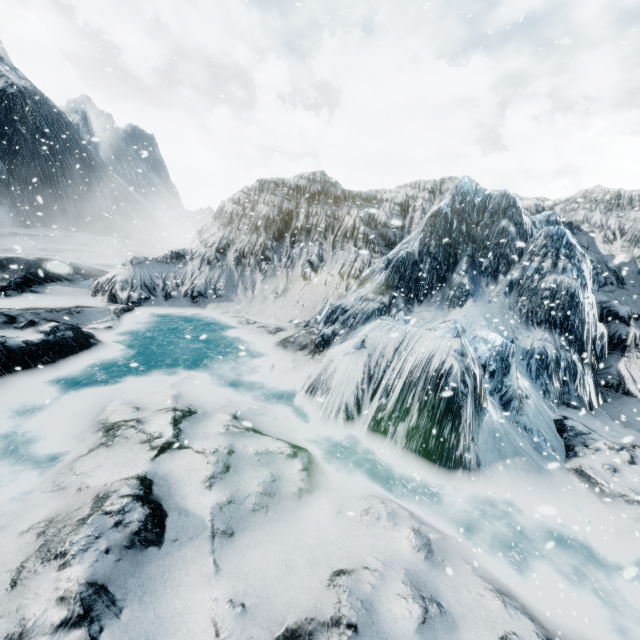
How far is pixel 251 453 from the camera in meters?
3.8 m
